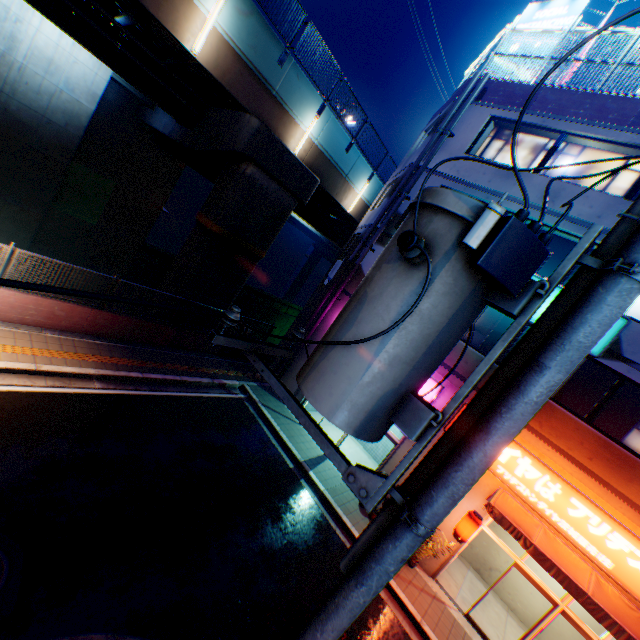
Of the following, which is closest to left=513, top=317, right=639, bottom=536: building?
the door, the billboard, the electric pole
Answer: the door

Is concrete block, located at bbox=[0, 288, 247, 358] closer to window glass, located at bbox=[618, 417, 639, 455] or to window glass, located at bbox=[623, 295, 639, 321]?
window glass, located at bbox=[623, 295, 639, 321]

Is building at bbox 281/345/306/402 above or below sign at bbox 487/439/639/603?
below

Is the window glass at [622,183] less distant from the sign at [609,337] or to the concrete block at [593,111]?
the concrete block at [593,111]

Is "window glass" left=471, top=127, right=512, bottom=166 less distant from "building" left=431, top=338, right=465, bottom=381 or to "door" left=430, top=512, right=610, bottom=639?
"building" left=431, top=338, right=465, bottom=381

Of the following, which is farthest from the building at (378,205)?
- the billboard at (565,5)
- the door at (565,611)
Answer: the billboard at (565,5)

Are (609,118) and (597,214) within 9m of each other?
yes

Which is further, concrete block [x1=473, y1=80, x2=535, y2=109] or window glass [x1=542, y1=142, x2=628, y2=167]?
concrete block [x1=473, y1=80, x2=535, y2=109]
